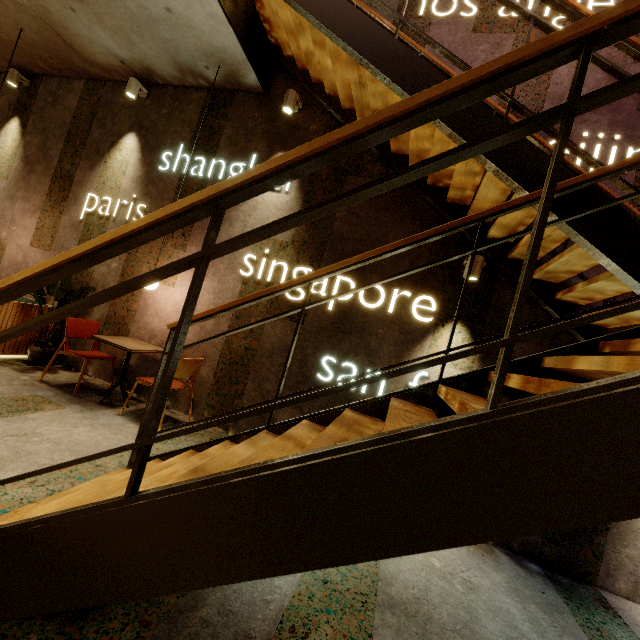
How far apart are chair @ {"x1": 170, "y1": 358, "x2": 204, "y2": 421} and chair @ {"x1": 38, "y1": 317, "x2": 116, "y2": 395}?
0.7m

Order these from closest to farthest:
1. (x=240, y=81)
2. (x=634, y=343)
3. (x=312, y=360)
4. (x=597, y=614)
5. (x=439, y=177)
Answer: (x=634, y=343) → (x=597, y=614) → (x=439, y=177) → (x=312, y=360) → (x=240, y=81)

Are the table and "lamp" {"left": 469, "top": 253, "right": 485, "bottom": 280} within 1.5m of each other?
no

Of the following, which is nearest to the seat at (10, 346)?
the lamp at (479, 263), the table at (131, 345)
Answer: the table at (131, 345)

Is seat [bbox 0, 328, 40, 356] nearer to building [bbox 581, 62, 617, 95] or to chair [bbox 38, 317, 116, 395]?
building [bbox 581, 62, 617, 95]

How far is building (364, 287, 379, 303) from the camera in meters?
3.8

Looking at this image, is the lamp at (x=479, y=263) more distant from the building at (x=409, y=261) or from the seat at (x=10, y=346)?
the seat at (x=10, y=346)
